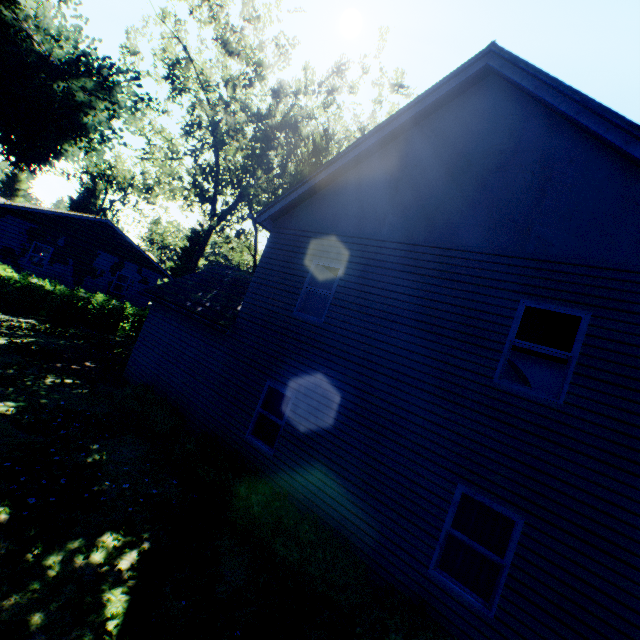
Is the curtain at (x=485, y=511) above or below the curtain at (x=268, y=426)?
above

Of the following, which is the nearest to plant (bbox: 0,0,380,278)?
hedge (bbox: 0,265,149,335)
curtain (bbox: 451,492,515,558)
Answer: hedge (bbox: 0,265,149,335)

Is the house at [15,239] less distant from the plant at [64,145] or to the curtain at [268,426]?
the plant at [64,145]

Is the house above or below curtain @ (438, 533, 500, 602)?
above

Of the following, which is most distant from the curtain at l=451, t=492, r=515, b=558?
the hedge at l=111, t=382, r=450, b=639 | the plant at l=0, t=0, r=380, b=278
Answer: the plant at l=0, t=0, r=380, b=278

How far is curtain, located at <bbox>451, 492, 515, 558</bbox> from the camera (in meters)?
5.45

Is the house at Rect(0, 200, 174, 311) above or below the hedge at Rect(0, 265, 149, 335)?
above

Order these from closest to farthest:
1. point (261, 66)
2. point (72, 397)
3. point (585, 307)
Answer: point (585, 307) → point (72, 397) → point (261, 66)
